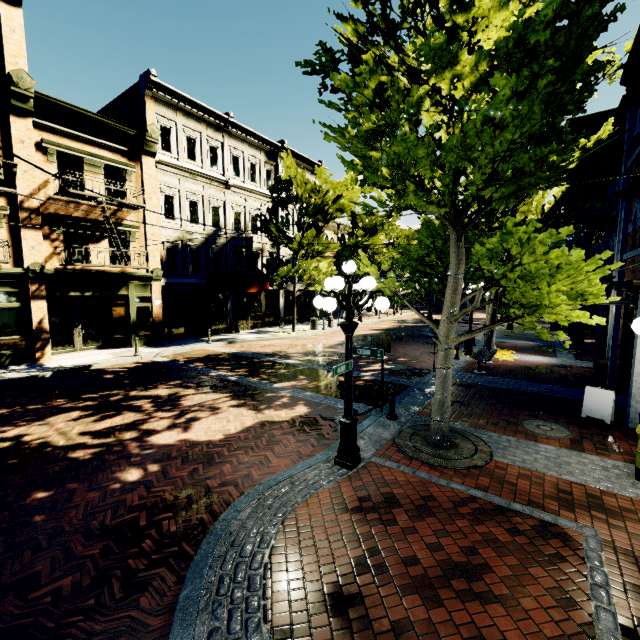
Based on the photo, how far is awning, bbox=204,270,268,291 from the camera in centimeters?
1856cm

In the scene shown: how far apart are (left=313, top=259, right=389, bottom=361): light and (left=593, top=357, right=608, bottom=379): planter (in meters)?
10.32

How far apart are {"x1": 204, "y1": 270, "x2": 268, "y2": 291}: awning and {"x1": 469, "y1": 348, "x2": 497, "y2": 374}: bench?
12.1m

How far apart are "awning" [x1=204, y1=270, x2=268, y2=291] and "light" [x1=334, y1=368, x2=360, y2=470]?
13.1 meters

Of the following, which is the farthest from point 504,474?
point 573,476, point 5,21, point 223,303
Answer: point 5,21

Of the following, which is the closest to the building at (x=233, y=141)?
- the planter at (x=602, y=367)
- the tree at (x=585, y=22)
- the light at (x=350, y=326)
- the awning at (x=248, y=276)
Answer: the awning at (x=248, y=276)

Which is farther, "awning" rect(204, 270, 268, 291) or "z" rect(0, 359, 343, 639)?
"awning" rect(204, 270, 268, 291)

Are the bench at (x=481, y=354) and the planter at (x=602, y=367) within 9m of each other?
yes
